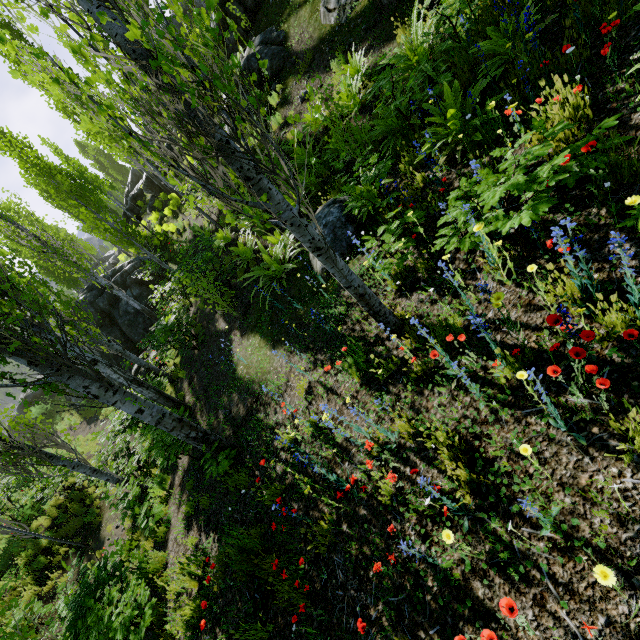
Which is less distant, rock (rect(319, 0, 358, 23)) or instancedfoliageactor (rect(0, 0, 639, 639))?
instancedfoliageactor (rect(0, 0, 639, 639))

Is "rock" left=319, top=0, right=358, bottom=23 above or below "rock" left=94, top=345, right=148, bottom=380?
above

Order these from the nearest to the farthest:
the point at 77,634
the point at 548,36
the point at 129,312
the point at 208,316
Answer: the point at 548,36 < the point at 77,634 < the point at 208,316 < the point at 129,312

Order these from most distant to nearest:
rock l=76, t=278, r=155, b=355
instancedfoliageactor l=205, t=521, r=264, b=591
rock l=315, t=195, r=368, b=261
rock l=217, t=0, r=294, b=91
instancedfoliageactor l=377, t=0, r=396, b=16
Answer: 1. rock l=76, t=278, r=155, b=355
2. rock l=217, t=0, r=294, b=91
3. instancedfoliageactor l=377, t=0, r=396, b=16
4. rock l=315, t=195, r=368, b=261
5. instancedfoliageactor l=205, t=521, r=264, b=591

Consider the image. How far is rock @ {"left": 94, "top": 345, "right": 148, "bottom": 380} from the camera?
13.6m

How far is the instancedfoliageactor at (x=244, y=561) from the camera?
3.85m

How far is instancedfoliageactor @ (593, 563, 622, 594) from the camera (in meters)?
1.41

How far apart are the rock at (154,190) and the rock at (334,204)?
24.9m
